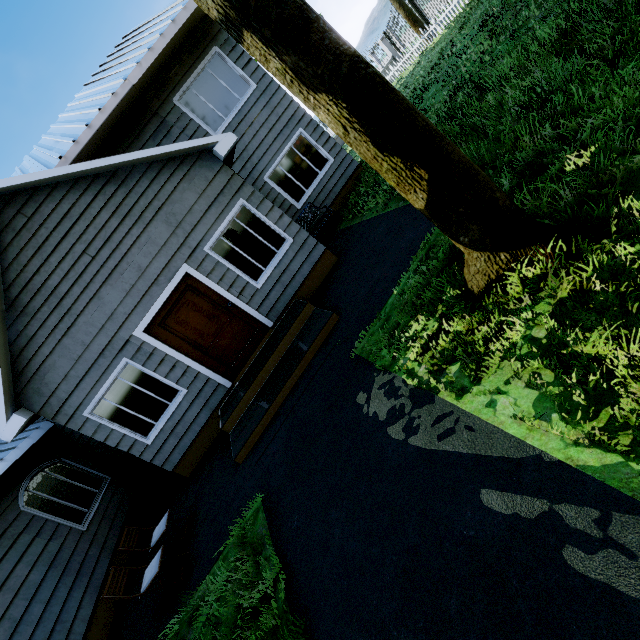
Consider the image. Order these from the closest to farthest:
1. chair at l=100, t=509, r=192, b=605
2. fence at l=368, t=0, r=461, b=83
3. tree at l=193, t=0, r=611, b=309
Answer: tree at l=193, t=0, r=611, b=309 < chair at l=100, t=509, r=192, b=605 < fence at l=368, t=0, r=461, b=83

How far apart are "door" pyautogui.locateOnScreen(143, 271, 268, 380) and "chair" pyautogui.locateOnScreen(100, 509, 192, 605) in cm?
306

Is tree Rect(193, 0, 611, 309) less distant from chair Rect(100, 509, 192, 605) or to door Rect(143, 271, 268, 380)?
door Rect(143, 271, 268, 380)

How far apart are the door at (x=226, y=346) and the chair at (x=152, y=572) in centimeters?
306cm

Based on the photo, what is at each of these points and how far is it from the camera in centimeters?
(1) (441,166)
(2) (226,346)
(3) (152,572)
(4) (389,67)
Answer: (1) tree, 247cm
(2) door, 706cm
(3) chair, 449cm
(4) fence, 1883cm

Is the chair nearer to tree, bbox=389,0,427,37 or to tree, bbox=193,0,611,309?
tree, bbox=193,0,611,309

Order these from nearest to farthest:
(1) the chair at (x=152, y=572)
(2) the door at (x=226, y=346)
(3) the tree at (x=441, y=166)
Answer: (3) the tree at (x=441, y=166) < (1) the chair at (x=152, y=572) < (2) the door at (x=226, y=346)

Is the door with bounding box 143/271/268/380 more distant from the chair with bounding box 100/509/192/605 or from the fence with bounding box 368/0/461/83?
the fence with bounding box 368/0/461/83
